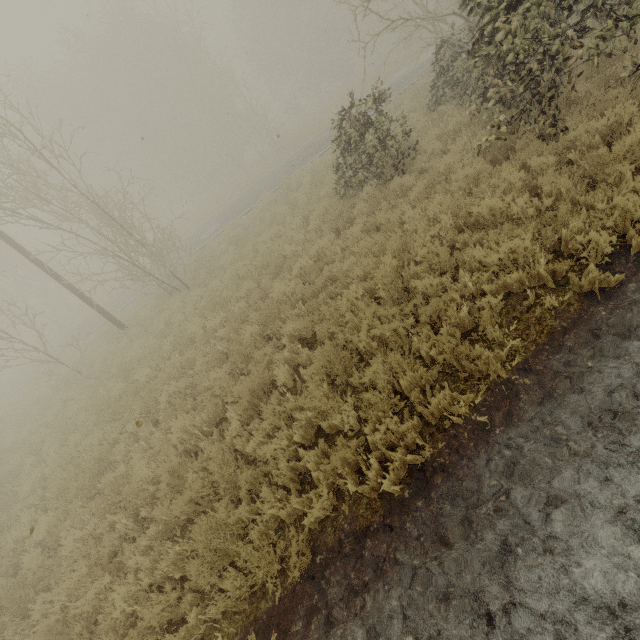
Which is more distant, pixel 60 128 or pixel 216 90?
pixel 216 90
